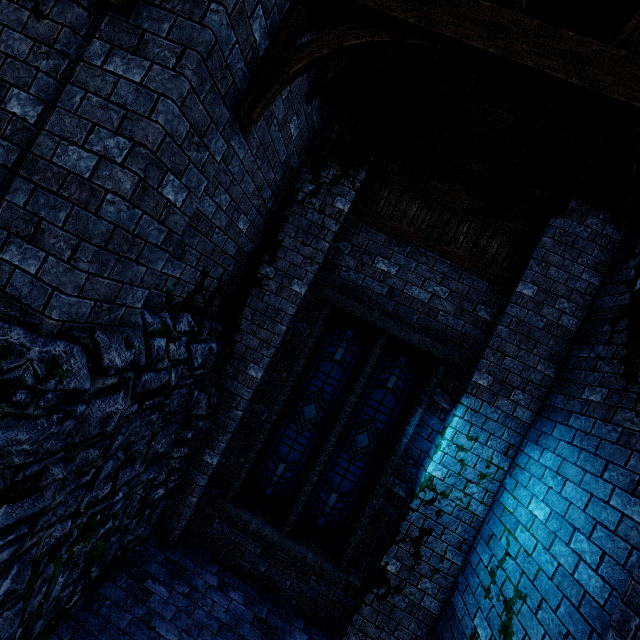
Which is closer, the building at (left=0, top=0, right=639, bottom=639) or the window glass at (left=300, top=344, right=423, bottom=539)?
the building at (left=0, top=0, right=639, bottom=639)

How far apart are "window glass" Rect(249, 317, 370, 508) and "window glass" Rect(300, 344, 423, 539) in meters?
0.3 m

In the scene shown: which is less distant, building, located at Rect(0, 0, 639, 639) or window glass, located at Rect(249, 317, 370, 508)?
building, located at Rect(0, 0, 639, 639)

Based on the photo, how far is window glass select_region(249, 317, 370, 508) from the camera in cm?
546

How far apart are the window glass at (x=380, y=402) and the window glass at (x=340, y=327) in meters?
0.3

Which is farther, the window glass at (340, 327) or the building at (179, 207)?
the window glass at (340, 327)

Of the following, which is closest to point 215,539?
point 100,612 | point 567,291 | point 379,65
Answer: point 100,612

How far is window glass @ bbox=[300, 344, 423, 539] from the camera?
5.3 meters
